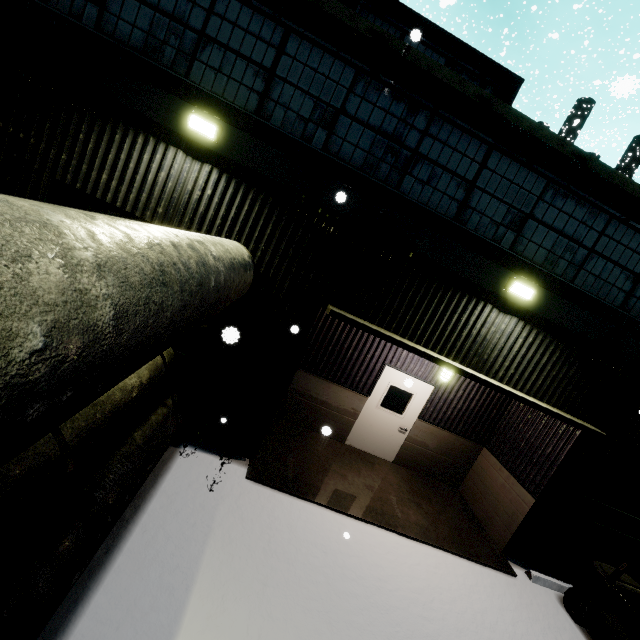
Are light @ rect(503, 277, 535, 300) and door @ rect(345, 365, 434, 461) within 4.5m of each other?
yes

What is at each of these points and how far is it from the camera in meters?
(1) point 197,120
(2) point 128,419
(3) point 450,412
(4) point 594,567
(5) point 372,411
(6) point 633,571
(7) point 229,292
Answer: (1) light, 5.0 m
(2) concrete pipe stack, 4.7 m
(3) building, 8.7 m
(4) forklift, 6.4 m
(5) door, 8.6 m
(6) building, 7.6 m
(7) concrete pipe, 3.7 m

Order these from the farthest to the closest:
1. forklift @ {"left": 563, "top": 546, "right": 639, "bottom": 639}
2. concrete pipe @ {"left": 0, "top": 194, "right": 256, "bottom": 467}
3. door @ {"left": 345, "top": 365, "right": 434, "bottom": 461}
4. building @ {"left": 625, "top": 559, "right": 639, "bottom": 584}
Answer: door @ {"left": 345, "top": 365, "right": 434, "bottom": 461}
building @ {"left": 625, "top": 559, "right": 639, "bottom": 584}
forklift @ {"left": 563, "top": 546, "right": 639, "bottom": 639}
concrete pipe @ {"left": 0, "top": 194, "right": 256, "bottom": 467}

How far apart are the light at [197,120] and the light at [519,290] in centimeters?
564cm

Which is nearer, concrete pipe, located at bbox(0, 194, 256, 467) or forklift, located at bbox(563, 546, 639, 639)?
concrete pipe, located at bbox(0, 194, 256, 467)

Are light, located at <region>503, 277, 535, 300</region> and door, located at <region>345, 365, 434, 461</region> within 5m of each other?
yes

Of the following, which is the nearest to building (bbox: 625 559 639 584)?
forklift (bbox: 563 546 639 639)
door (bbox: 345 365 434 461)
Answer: door (bbox: 345 365 434 461)

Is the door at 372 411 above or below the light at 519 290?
below
